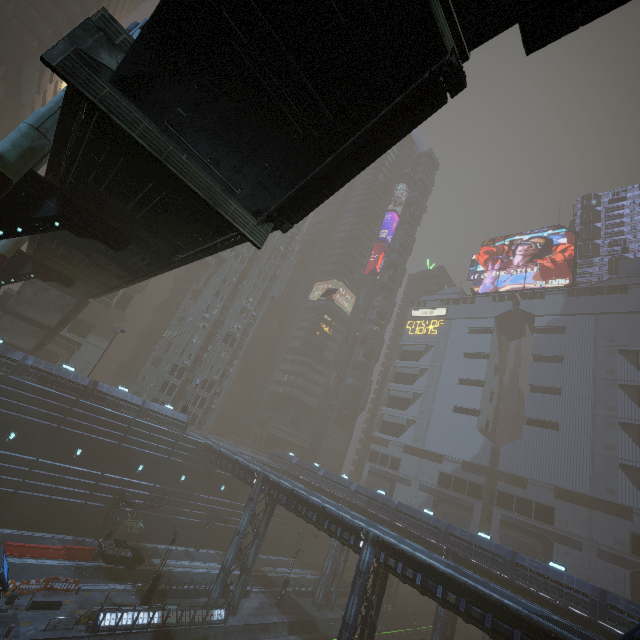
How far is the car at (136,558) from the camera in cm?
2746

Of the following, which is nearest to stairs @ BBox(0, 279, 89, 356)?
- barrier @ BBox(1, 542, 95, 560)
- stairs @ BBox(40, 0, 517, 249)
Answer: barrier @ BBox(1, 542, 95, 560)

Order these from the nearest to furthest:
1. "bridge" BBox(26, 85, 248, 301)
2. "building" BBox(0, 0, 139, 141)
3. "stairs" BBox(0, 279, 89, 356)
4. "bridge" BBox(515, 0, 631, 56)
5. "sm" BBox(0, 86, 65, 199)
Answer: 1. "bridge" BBox(515, 0, 631, 56)
2. "bridge" BBox(26, 85, 248, 301)
3. "sm" BBox(0, 86, 65, 199)
4. "stairs" BBox(0, 279, 89, 356)
5. "building" BBox(0, 0, 139, 141)

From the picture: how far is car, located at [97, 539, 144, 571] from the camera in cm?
2746

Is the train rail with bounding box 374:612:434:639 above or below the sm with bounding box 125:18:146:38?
below

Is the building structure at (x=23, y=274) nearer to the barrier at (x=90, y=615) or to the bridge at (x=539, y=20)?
the barrier at (x=90, y=615)

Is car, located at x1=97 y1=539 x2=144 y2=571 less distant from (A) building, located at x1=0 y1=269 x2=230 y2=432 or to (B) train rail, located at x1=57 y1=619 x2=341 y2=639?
(A) building, located at x1=0 y1=269 x2=230 y2=432

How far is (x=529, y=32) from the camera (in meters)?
5.43
